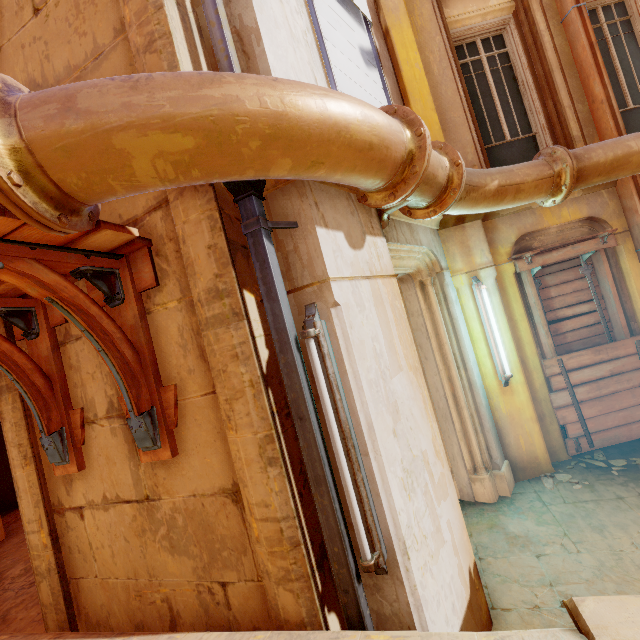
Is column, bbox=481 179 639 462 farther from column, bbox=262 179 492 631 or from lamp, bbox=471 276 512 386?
column, bbox=262 179 492 631

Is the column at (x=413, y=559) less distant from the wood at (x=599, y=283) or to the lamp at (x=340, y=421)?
the lamp at (x=340, y=421)

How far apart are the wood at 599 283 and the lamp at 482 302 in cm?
69

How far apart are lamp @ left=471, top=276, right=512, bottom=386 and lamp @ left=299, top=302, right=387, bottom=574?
3.34m

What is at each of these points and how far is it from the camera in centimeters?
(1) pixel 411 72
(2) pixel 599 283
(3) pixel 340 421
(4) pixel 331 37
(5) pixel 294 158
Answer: (1) column, 507cm
(2) wood, 515cm
(3) lamp, 205cm
(4) shutter, 367cm
(5) pipe, 181cm

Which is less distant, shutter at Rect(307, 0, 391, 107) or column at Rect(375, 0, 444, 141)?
shutter at Rect(307, 0, 391, 107)

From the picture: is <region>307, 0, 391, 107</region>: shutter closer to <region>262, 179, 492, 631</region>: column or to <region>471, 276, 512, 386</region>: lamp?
<region>262, 179, 492, 631</region>: column

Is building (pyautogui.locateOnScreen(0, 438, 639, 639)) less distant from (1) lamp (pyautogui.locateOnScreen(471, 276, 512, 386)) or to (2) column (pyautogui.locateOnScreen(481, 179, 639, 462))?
(2) column (pyautogui.locateOnScreen(481, 179, 639, 462))
